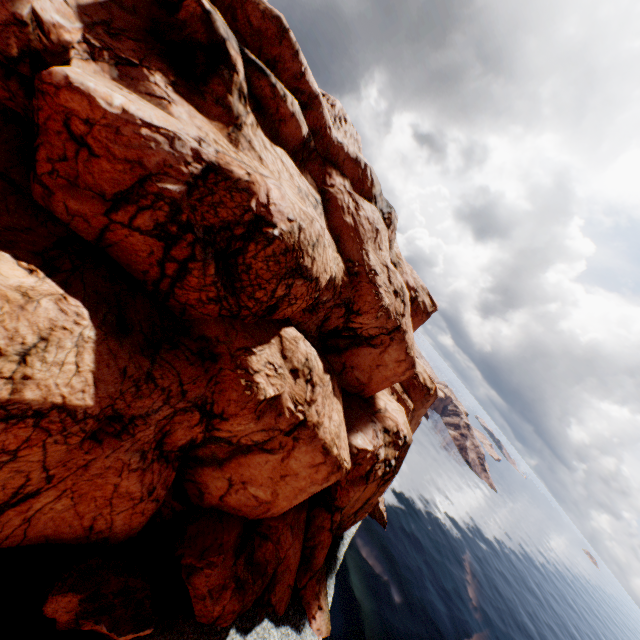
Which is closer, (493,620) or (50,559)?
(50,559)

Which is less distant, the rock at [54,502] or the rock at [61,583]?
the rock at [54,502]

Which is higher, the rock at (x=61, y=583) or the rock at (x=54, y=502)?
the rock at (x=54, y=502)

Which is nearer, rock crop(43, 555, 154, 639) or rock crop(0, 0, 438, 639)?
rock crop(0, 0, 438, 639)

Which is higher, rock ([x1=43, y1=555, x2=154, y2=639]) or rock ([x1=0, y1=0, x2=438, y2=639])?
rock ([x1=0, y1=0, x2=438, y2=639])
